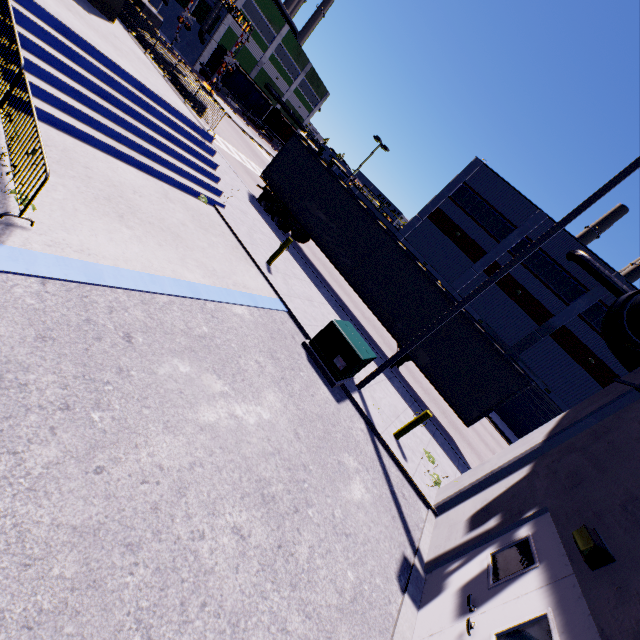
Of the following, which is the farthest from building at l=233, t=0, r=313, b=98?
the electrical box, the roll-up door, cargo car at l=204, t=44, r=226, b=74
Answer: the electrical box

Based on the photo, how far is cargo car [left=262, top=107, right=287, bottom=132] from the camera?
58.4m

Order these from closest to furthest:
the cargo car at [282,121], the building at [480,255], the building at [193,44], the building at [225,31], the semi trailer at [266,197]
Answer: the semi trailer at [266,197], the building at [480,255], the building at [225,31], the building at [193,44], the cargo car at [282,121]

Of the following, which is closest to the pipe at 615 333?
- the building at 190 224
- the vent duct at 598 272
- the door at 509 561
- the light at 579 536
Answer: the building at 190 224

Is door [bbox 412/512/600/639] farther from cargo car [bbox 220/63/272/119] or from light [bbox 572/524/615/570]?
cargo car [bbox 220/63/272/119]

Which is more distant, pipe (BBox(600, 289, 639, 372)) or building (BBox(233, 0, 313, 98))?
building (BBox(233, 0, 313, 98))

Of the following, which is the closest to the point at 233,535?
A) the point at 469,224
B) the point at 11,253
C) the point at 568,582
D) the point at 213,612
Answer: the point at 213,612

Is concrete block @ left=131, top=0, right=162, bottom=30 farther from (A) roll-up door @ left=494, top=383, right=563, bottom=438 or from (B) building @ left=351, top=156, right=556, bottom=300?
(A) roll-up door @ left=494, top=383, right=563, bottom=438
